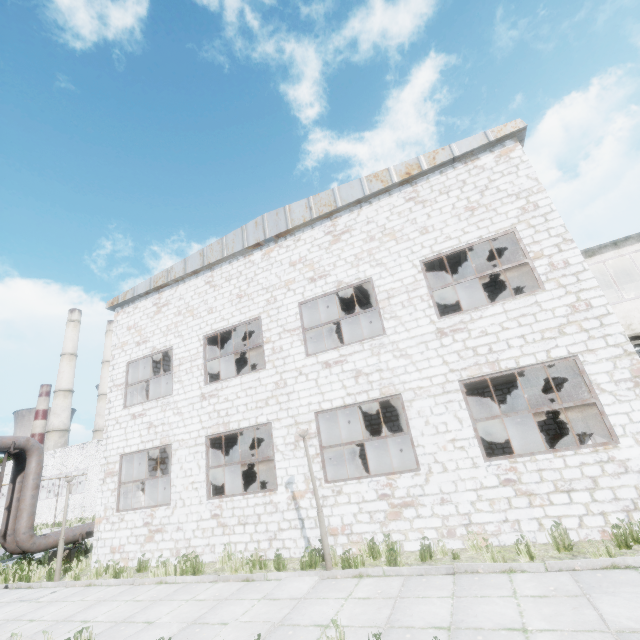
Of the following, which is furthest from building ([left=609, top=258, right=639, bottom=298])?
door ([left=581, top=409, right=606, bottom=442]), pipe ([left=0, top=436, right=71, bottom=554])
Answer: pipe ([left=0, top=436, right=71, bottom=554])

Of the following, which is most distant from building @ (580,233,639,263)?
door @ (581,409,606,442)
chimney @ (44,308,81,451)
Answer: chimney @ (44,308,81,451)

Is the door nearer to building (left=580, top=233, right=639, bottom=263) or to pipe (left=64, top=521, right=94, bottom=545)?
building (left=580, top=233, right=639, bottom=263)

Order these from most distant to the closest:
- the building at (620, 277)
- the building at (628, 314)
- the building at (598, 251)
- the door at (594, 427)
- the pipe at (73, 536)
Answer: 1. the pipe at (73, 536)
2. the building at (620, 277)
3. the door at (594, 427)
4. the building at (598, 251)
5. the building at (628, 314)

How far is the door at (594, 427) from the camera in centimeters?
1201cm

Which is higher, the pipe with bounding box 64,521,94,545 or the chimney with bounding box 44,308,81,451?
the chimney with bounding box 44,308,81,451

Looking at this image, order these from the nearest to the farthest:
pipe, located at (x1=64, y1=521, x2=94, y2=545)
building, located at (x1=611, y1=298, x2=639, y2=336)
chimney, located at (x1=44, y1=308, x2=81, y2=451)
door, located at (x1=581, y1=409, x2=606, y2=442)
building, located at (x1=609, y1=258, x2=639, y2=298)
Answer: building, located at (x1=611, y1=298, x2=639, y2=336)
door, located at (x1=581, y1=409, x2=606, y2=442)
building, located at (x1=609, y1=258, x2=639, y2=298)
pipe, located at (x1=64, y1=521, x2=94, y2=545)
chimney, located at (x1=44, y1=308, x2=81, y2=451)

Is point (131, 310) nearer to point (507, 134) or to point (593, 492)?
point (507, 134)
